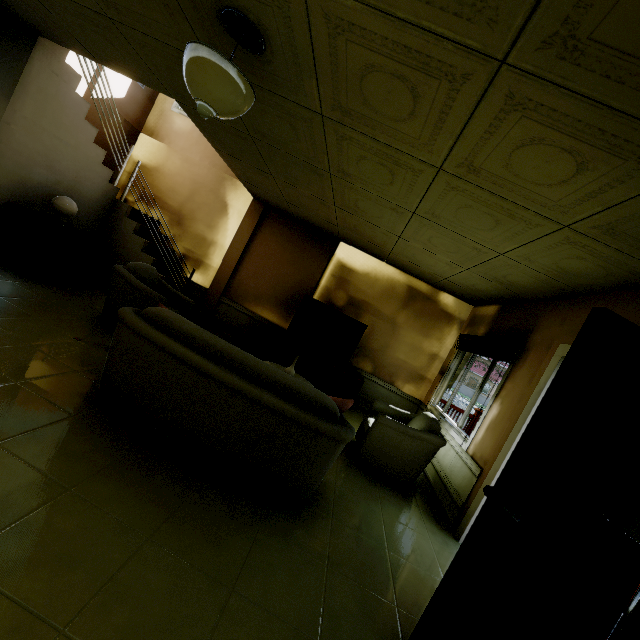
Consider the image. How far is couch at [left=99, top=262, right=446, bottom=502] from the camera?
2.3m

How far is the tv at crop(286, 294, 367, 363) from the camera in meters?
6.0 m

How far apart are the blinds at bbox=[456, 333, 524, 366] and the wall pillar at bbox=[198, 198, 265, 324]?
4.52m

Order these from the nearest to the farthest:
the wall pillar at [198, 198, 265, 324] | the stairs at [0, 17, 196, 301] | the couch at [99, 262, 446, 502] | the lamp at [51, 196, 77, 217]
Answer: the couch at [99, 262, 446, 502], the stairs at [0, 17, 196, 301], the lamp at [51, 196, 77, 217], the wall pillar at [198, 198, 265, 324]

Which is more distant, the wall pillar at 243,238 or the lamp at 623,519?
the wall pillar at 243,238

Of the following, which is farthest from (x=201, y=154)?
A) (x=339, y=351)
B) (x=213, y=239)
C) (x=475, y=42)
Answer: (x=475, y=42)

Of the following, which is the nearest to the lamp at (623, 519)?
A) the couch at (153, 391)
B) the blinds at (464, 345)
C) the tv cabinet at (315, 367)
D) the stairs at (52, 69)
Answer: the couch at (153, 391)

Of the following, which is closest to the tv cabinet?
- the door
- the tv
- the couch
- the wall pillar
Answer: the tv
